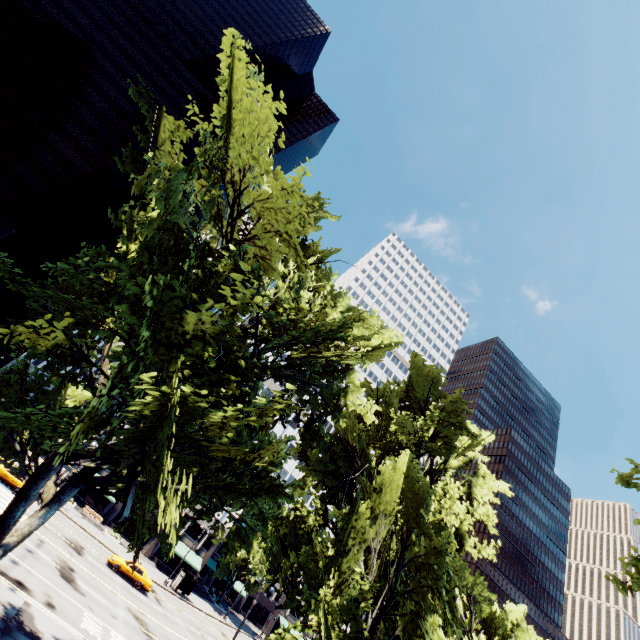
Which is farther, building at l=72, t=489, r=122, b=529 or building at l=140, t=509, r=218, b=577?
building at l=140, t=509, r=218, b=577

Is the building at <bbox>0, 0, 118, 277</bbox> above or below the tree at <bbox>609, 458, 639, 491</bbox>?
above

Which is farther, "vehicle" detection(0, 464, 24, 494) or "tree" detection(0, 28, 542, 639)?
"vehicle" detection(0, 464, 24, 494)

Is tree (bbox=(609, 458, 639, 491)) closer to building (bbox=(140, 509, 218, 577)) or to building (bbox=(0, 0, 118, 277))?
building (bbox=(140, 509, 218, 577))

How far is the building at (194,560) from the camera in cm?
4716

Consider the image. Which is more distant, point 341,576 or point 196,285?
point 341,576

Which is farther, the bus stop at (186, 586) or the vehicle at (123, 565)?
the bus stop at (186, 586)

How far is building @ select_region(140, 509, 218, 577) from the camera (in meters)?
47.16
